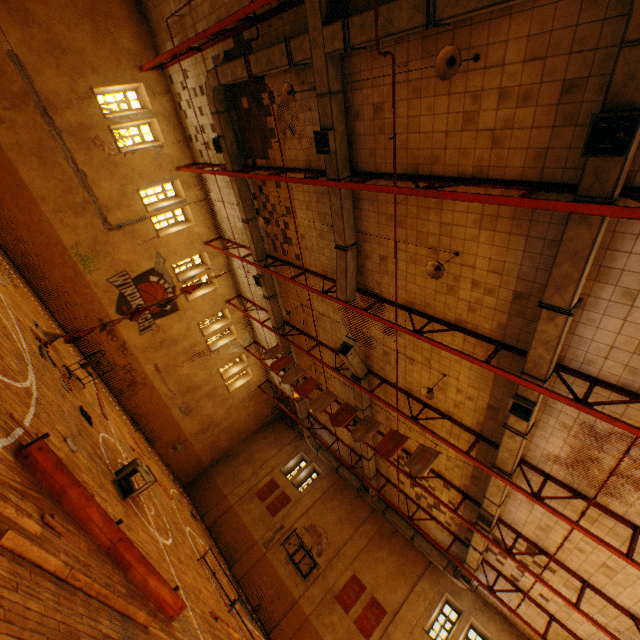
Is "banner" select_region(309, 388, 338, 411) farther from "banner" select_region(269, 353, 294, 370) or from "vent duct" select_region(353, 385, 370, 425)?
"banner" select_region(269, 353, 294, 370)

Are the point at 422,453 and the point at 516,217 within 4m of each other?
no

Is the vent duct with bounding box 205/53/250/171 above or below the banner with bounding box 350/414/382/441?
above

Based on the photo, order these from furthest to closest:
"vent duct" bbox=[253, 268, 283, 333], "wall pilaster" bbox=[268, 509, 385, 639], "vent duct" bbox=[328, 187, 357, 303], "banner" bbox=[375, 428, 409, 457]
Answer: "wall pilaster" bbox=[268, 509, 385, 639] → "vent duct" bbox=[253, 268, 283, 333] → "banner" bbox=[375, 428, 409, 457] → "vent duct" bbox=[328, 187, 357, 303]

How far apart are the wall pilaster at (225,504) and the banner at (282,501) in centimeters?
167cm

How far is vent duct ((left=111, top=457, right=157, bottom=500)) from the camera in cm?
748

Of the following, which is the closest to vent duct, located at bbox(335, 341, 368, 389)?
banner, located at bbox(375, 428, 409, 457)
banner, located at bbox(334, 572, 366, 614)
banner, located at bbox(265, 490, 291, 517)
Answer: banner, located at bbox(375, 428, 409, 457)

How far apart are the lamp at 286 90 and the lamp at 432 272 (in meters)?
5.52
